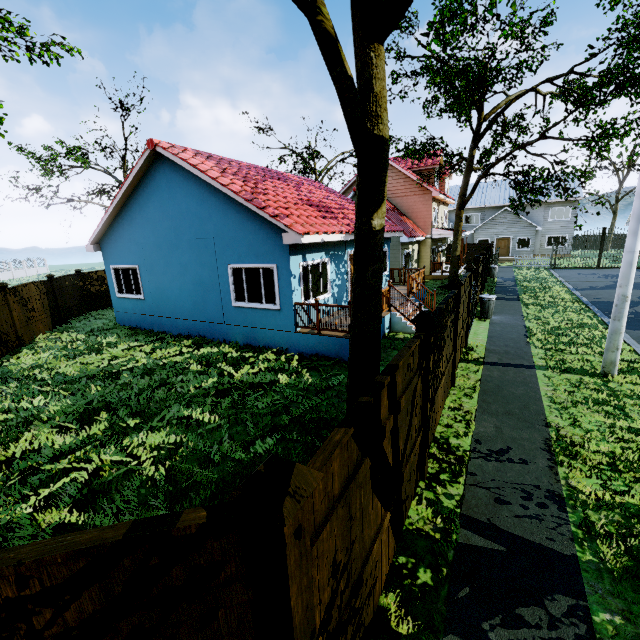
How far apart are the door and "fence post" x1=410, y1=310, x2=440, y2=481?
38.36m

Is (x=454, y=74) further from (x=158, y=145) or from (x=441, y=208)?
(x=158, y=145)

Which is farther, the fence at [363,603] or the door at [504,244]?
the door at [504,244]

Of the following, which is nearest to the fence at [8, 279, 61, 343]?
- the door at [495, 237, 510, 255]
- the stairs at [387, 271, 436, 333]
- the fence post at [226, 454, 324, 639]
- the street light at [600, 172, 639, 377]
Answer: the fence post at [226, 454, 324, 639]

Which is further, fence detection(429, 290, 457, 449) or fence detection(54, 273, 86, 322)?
fence detection(54, 273, 86, 322)

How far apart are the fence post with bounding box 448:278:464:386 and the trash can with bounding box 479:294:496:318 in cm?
710

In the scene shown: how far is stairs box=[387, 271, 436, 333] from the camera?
11.75m

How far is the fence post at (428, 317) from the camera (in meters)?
4.22
